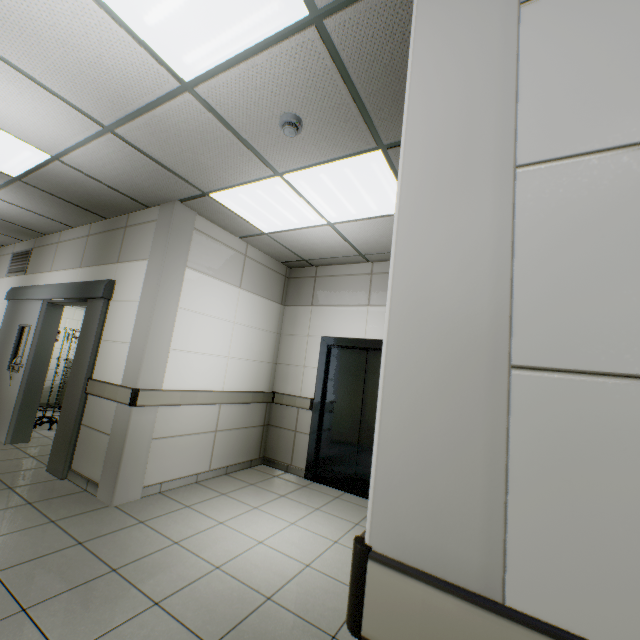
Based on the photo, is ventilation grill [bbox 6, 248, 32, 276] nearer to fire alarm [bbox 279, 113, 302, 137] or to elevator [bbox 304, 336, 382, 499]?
elevator [bbox 304, 336, 382, 499]

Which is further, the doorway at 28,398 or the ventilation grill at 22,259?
the ventilation grill at 22,259

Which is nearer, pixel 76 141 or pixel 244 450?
pixel 76 141

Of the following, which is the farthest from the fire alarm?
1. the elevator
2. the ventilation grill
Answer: the ventilation grill

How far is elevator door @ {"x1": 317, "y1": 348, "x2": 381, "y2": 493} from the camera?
4.48m

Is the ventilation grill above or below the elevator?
above

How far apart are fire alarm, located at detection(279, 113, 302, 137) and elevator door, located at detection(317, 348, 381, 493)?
3.1m

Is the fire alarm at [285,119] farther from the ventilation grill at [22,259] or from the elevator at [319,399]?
the ventilation grill at [22,259]
